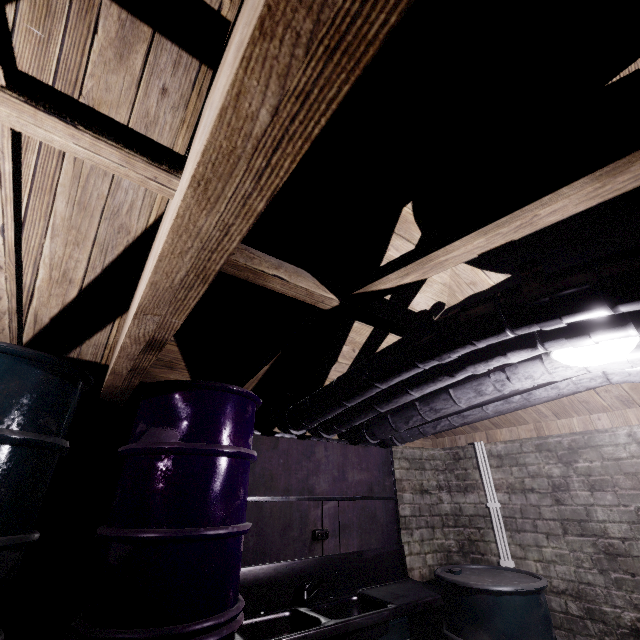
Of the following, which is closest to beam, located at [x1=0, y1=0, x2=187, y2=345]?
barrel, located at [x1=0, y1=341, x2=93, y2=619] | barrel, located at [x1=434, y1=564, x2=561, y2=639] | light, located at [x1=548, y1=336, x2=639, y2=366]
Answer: barrel, located at [x1=0, y1=341, x2=93, y2=619]

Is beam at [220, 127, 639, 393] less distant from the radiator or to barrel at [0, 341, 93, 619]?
barrel at [0, 341, 93, 619]

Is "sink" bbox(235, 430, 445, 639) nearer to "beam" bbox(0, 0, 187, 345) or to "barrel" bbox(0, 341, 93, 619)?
"barrel" bbox(0, 341, 93, 619)

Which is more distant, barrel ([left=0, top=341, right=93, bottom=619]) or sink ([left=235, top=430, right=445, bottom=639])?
sink ([left=235, top=430, right=445, bottom=639])

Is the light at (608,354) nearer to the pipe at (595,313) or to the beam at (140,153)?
the pipe at (595,313)

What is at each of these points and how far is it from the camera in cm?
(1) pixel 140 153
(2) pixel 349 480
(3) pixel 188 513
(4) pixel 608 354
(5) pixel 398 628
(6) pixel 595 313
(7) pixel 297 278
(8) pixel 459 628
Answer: (1) beam, 82
(2) sink, 278
(3) barrel, 146
(4) light, 139
(5) radiator, 249
(6) pipe, 105
(7) beam, 132
(8) barrel, 211

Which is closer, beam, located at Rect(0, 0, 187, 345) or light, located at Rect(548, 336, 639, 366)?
beam, located at Rect(0, 0, 187, 345)

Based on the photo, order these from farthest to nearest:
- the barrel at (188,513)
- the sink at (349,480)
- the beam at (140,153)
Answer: the sink at (349,480) < the barrel at (188,513) < the beam at (140,153)
